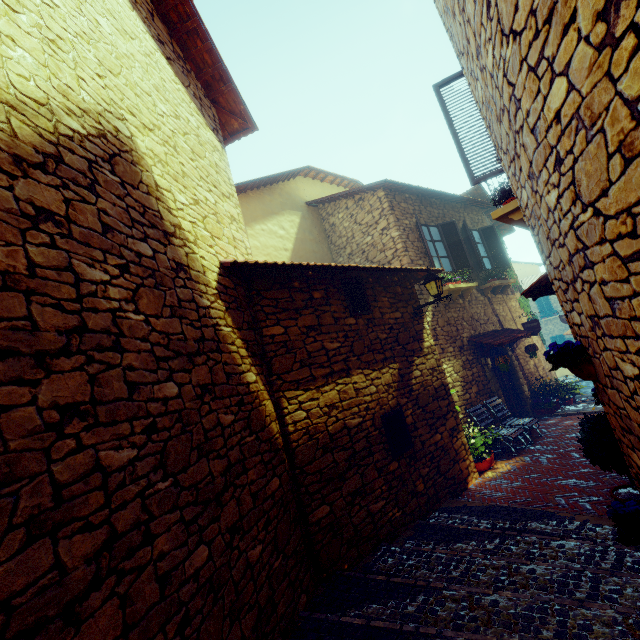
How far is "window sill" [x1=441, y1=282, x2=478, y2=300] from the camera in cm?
853

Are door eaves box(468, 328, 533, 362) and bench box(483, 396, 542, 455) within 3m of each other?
yes

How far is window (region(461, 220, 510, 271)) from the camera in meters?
10.2 m

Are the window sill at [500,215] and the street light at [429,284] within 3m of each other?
yes

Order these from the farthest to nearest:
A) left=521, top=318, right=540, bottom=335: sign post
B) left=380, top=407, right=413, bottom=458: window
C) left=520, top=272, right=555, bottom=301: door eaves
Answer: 1. left=521, top=318, right=540, bottom=335: sign post
2. left=380, top=407, right=413, bottom=458: window
3. left=520, top=272, right=555, bottom=301: door eaves

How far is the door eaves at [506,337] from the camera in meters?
8.7 m

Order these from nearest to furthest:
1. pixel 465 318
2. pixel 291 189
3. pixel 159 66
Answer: pixel 159 66
pixel 465 318
pixel 291 189

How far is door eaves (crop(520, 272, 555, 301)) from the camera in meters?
4.6
